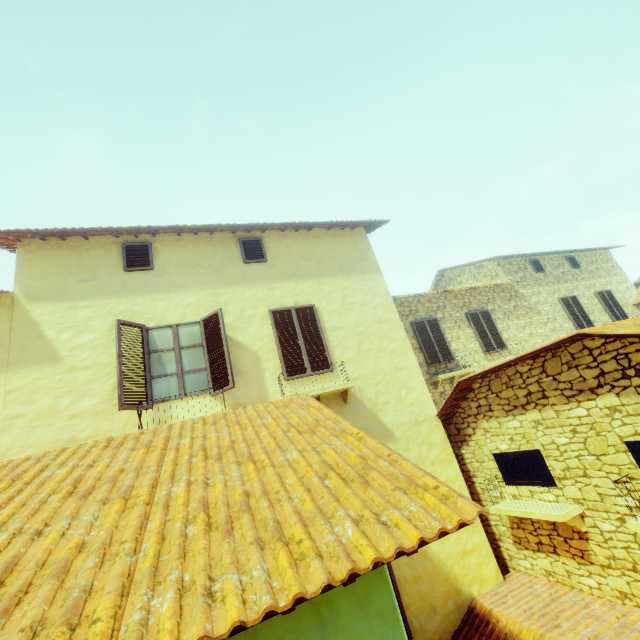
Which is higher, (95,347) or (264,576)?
(95,347)

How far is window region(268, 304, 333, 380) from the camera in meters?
6.8

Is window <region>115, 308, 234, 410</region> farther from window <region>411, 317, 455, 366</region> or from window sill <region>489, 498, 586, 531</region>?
window sill <region>489, 498, 586, 531</region>

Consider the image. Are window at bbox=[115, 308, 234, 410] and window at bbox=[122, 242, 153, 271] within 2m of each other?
yes

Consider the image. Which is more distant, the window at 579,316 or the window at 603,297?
the window at 603,297

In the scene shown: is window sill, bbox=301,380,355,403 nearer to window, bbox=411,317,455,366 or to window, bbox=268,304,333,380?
window, bbox=268,304,333,380

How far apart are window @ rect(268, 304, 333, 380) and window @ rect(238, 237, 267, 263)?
1.3m

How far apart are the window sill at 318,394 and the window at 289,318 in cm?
31
